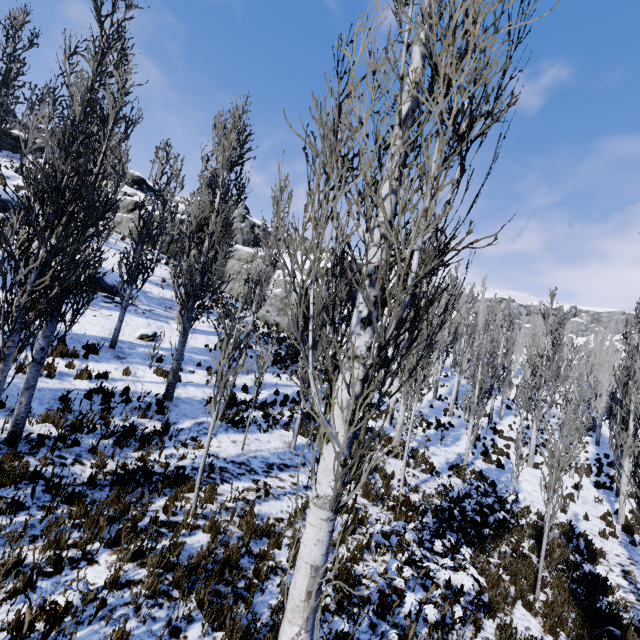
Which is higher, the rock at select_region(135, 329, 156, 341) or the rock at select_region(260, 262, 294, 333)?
the rock at select_region(260, 262, 294, 333)

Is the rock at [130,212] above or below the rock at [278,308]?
above

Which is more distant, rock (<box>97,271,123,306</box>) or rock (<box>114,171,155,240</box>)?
rock (<box>114,171,155,240</box>)

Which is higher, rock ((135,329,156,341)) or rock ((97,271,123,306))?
rock ((97,271,123,306))

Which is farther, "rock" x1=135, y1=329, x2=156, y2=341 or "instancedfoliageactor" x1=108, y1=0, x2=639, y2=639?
"rock" x1=135, y1=329, x2=156, y2=341

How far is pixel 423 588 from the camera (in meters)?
6.32

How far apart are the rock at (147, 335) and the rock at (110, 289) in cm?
230

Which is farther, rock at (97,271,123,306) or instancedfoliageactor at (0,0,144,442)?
rock at (97,271,123,306)
